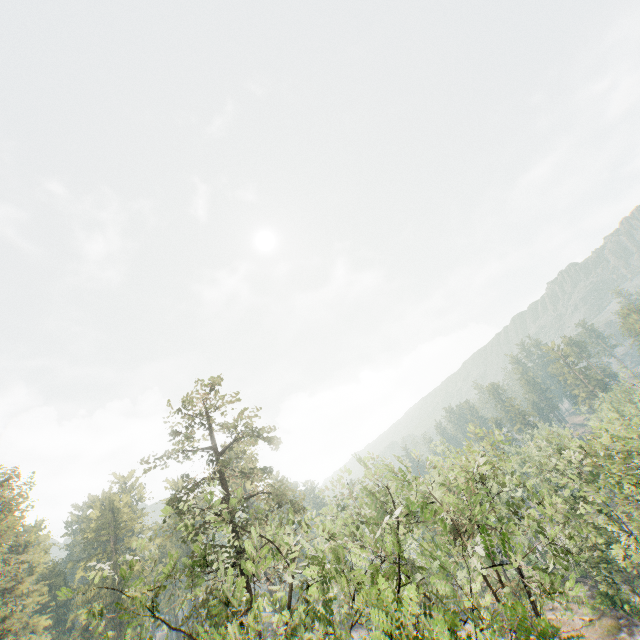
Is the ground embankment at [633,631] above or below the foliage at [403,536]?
below

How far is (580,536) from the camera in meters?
15.7 m

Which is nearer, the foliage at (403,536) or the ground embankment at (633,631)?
the foliage at (403,536)

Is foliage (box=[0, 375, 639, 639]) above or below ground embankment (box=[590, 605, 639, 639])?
above

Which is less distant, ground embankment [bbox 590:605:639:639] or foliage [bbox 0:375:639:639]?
foliage [bbox 0:375:639:639]
